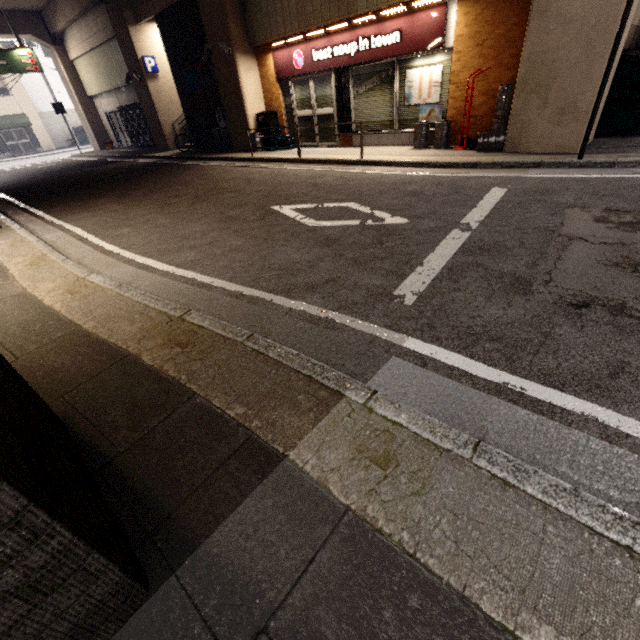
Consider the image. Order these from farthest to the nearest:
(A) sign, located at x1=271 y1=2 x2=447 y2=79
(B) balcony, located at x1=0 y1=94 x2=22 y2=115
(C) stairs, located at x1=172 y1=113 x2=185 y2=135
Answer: (B) balcony, located at x1=0 y1=94 x2=22 y2=115, (C) stairs, located at x1=172 y1=113 x2=185 y2=135, (A) sign, located at x1=271 y1=2 x2=447 y2=79

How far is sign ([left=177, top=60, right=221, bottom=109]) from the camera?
12.4 meters

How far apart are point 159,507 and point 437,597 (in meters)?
1.25

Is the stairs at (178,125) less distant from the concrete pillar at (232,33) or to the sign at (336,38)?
the concrete pillar at (232,33)

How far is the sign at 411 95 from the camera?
7.9 meters

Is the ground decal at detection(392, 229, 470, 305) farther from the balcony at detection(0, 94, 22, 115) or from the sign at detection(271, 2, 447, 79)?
the balcony at detection(0, 94, 22, 115)

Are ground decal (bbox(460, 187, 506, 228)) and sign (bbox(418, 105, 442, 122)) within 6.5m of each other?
yes

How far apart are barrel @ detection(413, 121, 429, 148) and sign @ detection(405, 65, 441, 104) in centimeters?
25cm
